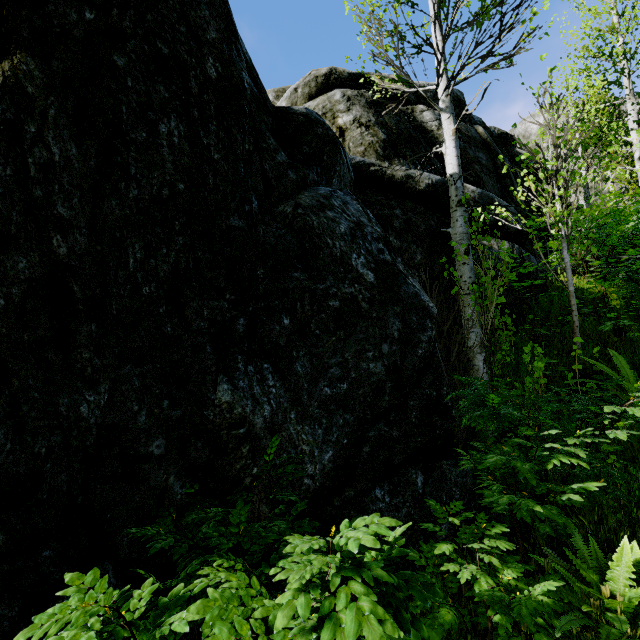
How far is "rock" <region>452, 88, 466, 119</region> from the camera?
10.34m

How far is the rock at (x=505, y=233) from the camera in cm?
675

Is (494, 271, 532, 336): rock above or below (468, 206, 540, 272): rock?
below

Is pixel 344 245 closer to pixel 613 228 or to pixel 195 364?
pixel 195 364

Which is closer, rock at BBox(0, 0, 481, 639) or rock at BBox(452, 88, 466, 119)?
rock at BBox(0, 0, 481, 639)

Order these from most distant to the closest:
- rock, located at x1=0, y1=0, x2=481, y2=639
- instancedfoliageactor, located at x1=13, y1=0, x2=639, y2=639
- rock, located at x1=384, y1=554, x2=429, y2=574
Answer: rock, located at x1=384, y1=554, x2=429, y2=574, rock, located at x1=0, y1=0, x2=481, y2=639, instancedfoliageactor, located at x1=13, y1=0, x2=639, y2=639

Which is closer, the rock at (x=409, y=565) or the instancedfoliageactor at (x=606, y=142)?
the instancedfoliageactor at (x=606, y=142)
